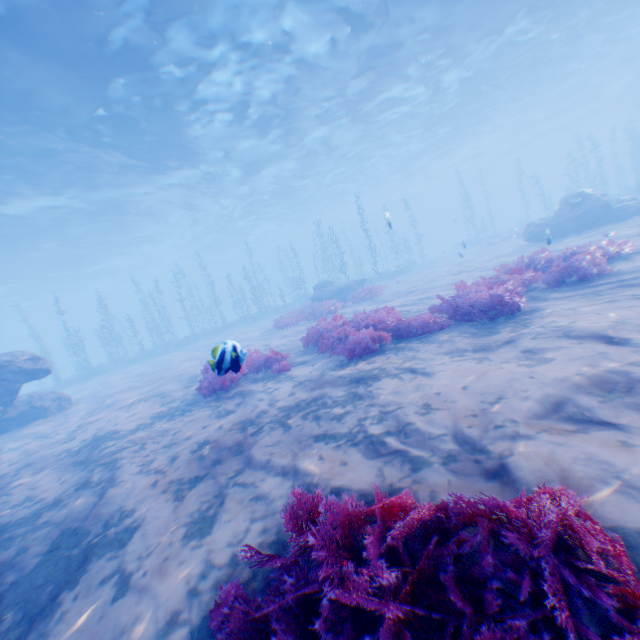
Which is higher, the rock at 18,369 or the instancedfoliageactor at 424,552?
the rock at 18,369

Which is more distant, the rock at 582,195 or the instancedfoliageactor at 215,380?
the rock at 582,195

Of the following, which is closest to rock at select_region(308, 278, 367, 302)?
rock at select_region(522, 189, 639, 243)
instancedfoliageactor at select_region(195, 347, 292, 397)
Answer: rock at select_region(522, 189, 639, 243)

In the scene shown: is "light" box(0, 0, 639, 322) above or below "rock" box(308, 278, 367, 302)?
above

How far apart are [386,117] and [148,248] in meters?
33.1

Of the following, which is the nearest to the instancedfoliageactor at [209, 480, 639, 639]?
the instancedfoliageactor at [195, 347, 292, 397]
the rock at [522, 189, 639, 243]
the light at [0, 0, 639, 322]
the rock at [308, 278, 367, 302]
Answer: the rock at [522, 189, 639, 243]

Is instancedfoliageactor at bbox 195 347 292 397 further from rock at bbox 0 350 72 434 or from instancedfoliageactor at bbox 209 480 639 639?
instancedfoliageactor at bbox 209 480 639 639

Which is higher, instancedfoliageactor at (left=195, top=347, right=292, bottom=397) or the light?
the light
